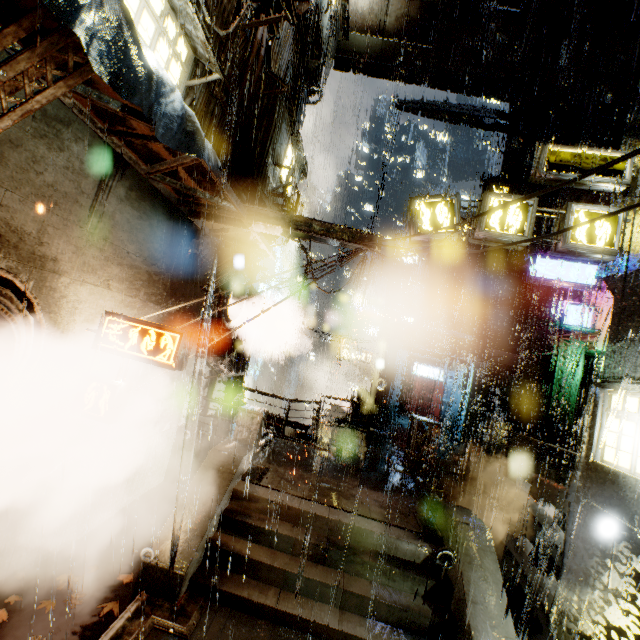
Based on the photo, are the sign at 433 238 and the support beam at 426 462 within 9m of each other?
yes

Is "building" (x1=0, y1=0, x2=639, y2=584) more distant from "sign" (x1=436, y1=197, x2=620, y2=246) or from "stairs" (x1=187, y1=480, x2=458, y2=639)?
"stairs" (x1=187, y1=480, x2=458, y2=639)

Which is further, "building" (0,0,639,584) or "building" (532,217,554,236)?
"building" (532,217,554,236)

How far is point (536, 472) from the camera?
12.6 meters

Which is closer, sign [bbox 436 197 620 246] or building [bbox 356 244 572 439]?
sign [bbox 436 197 620 246]

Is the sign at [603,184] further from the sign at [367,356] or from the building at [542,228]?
the sign at [367,356]

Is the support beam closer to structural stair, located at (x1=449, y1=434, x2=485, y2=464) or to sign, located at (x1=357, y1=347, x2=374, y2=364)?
structural stair, located at (x1=449, y1=434, x2=485, y2=464)

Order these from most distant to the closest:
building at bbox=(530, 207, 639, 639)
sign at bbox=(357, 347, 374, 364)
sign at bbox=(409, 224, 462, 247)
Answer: sign at bbox=(357, 347, 374, 364)
sign at bbox=(409, 224, 462, 247)
building at bbox=(530, 207, 639, 639)
